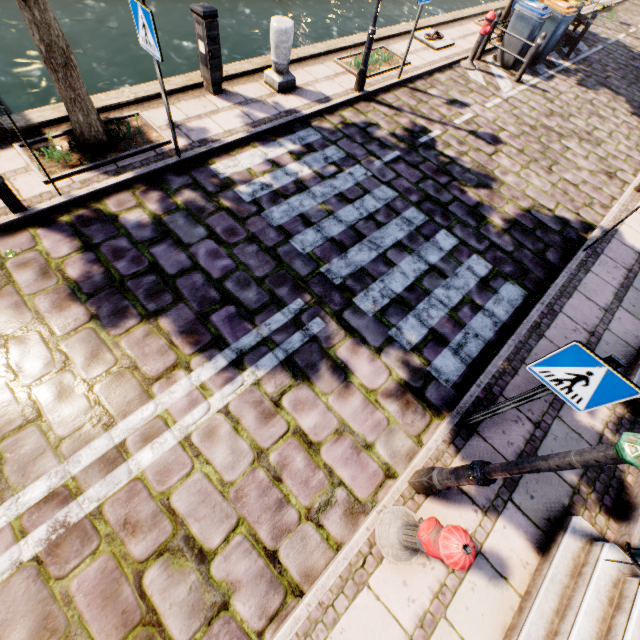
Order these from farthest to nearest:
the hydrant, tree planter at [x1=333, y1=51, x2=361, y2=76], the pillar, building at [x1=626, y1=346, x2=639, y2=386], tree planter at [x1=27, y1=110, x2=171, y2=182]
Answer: tree planter at [x1=333, y1=51, x2=361, y2=76], the pillar, tree planter at [x1=27, y1=110, x2=171, y2=182], building at [x1=626, y1=346, x2=639, y2=386], the hydrant

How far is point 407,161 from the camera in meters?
6.5 m

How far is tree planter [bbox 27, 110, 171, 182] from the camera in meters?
4.8 m

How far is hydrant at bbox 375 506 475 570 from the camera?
2.1m

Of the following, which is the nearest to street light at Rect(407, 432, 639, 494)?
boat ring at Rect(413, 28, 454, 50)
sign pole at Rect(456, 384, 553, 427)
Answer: sign pole at Rect(456, 384, 553, 427)

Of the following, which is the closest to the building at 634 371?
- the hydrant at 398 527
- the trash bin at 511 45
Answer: the hydrant at 398 527

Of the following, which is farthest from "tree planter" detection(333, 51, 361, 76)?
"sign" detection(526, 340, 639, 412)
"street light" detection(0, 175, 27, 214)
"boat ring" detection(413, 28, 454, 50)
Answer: "sign" detection(526, 340, 639, 412)

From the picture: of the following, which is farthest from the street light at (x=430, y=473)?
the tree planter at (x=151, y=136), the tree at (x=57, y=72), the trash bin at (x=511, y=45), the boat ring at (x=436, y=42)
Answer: the trash bin at (x=511, y=45)
